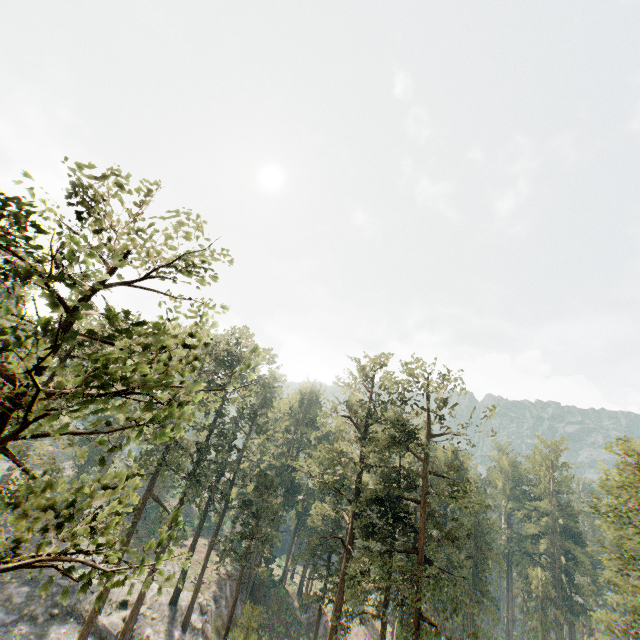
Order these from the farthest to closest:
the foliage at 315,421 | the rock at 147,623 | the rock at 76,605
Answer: the rock at 147,623
the rock at 76,605
the foliage at 315,421

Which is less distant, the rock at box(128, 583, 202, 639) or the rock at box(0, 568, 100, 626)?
the rock at box(0, 568, 100, 626)

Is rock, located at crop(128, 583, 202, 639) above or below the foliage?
below

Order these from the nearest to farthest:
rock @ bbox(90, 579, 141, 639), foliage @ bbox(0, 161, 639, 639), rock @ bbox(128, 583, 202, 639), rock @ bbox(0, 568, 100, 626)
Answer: foliage @ bbox(0, 161, 639, 639) → rock @ bbox(0, 568, 100, 626) → rock @ bbox(90, 579, 141, 639) → rock @ bbox(128, 583, 202, 639)

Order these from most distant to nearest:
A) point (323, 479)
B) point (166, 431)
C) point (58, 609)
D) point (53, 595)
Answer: point (53, 595), point (58, 609), point (323, 479), point (166, 431)

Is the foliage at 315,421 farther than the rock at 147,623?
No
